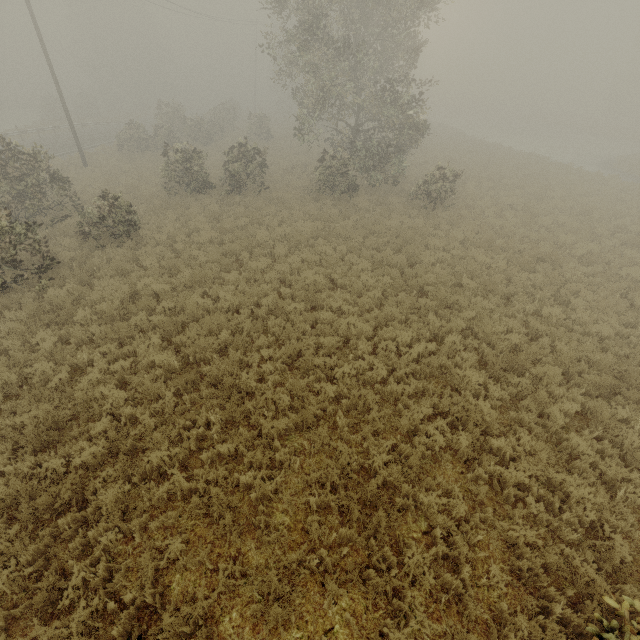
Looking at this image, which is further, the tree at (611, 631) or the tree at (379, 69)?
the tree at (379, 69)

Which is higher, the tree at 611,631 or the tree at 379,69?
the tree at 379,69

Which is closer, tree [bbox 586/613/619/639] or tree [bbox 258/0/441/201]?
tree [bbox 586/613/619/639]

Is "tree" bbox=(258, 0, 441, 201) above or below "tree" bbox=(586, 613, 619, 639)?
above

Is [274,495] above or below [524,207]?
below
